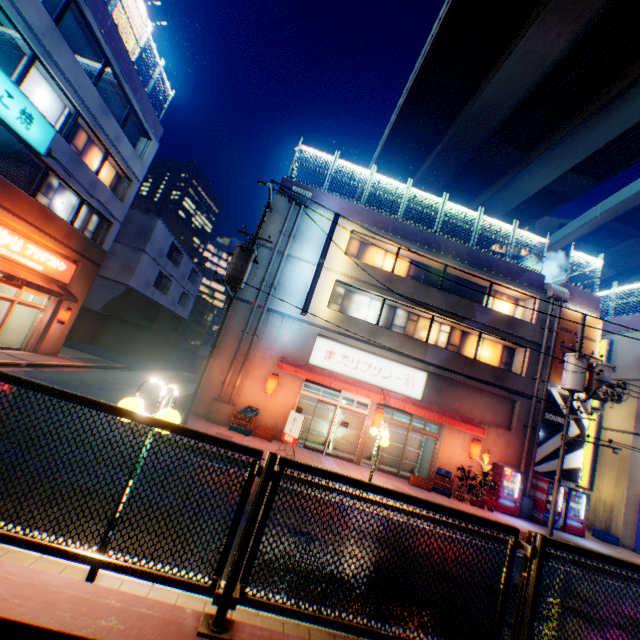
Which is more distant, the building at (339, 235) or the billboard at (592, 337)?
the billboard at (592, 337)

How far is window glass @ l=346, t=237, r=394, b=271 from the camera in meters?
18.0

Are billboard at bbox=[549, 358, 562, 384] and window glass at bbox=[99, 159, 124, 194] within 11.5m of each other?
no

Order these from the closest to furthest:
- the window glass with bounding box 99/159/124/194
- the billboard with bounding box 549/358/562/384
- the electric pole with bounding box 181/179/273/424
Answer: the electric pole with bounding box 181/179/273/424 < the billboard with bounding box 549/358/562/384 < the window glass with bounding box 99/159/124/194

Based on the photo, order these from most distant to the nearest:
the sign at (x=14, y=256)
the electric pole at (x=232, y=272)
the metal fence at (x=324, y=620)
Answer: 1. the sign at (x=14, y=256)
2. the electric pole at (x=232, y=272)
3. the metal fence at (x=324, y=620)

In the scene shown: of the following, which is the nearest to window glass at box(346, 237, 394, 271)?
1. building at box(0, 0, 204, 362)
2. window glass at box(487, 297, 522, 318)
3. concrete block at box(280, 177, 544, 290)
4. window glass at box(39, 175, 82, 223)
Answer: building at box(0, 0, 204, 362)

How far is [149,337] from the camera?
31.6m

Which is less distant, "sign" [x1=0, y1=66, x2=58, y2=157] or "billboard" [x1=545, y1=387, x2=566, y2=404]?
"sign" [x1=0, y1=66, x2=58, y2=157]
